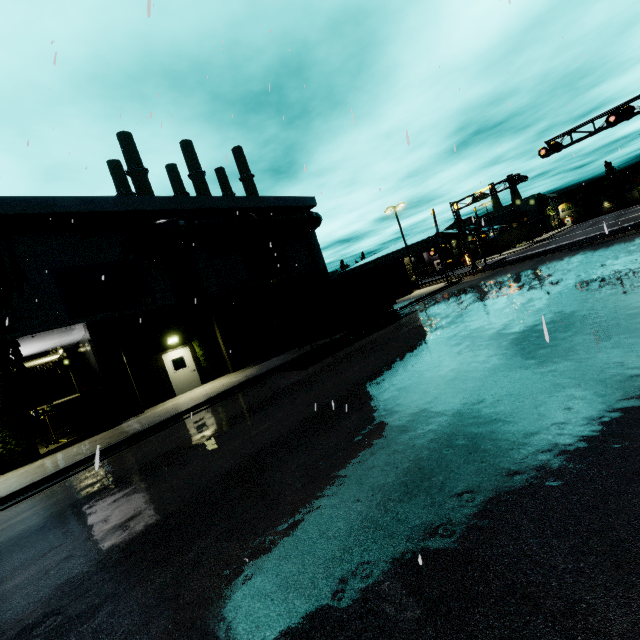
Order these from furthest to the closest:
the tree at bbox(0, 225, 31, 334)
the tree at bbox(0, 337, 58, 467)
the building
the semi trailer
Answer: the semi trailer → the building → the tree at bbox(0, 225, 31, 334) → the tree at bbox(0, 337, 58, 467)

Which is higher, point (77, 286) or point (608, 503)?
point (77, 286)

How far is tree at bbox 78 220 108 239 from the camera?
15.7m

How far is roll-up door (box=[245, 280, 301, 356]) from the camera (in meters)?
21.52

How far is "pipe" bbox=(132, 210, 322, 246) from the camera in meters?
17.0

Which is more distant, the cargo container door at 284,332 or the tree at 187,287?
the tree at 187,287

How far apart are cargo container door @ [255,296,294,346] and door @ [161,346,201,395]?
5.2m

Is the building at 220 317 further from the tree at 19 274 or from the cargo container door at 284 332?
the cargo container door at 284 332
